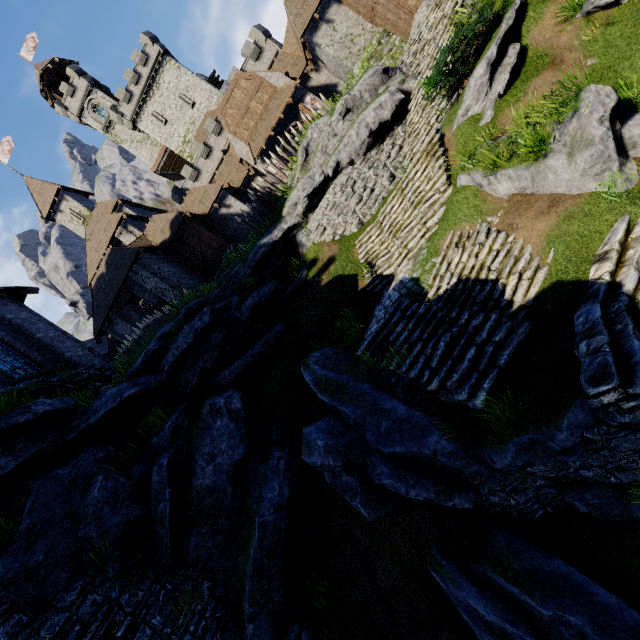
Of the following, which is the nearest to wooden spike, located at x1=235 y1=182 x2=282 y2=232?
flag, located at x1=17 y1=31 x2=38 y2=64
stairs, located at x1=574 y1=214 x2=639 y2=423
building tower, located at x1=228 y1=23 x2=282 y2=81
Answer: stairs, located at x1=574 y1=214 x2=639 y2=423

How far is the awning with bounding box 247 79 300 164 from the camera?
22.6m

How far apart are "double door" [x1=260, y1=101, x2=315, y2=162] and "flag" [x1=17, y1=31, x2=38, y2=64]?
53.3 meters

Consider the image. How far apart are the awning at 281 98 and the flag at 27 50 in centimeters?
5229cm

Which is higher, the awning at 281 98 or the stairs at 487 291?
the awning at 281 98

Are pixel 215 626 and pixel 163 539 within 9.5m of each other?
yes

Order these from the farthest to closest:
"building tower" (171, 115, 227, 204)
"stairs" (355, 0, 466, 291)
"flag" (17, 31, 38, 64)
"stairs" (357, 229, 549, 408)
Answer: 1. "flag" (17, 31, 38, 64)
2. "building tower" (171, 115, 227, 204)
3. "stairs" (355, 0, 466, 291)
4. "stairs" (357, 229, 549, 408)

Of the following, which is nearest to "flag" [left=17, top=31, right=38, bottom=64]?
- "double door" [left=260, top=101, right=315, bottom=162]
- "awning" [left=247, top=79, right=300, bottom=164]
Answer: "awning" [left=247, top=79, right=300, bottom=164]
